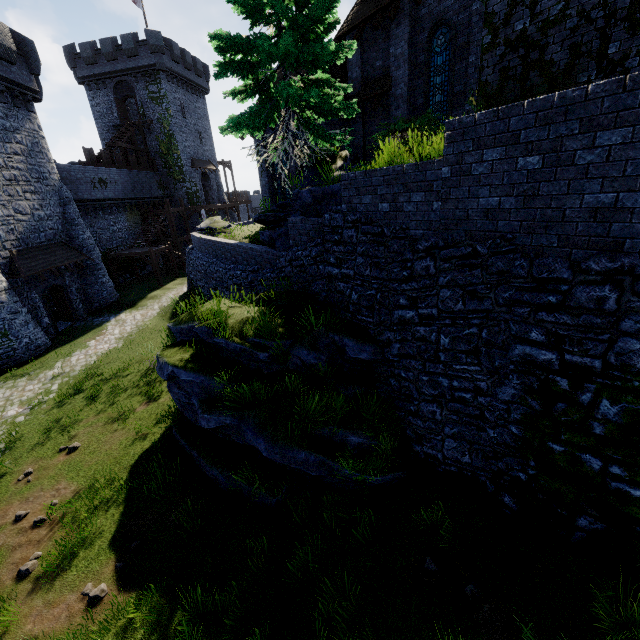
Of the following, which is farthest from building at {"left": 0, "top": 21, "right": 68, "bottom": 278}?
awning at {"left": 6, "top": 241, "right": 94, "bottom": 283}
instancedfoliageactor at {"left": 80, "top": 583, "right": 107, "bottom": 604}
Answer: instancedfoliageactor at {"left": 80, "top": 583, "right": 107, "bottom": 604}

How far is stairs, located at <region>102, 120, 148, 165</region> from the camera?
32.75m

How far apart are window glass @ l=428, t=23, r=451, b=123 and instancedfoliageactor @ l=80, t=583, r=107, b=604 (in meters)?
17.55

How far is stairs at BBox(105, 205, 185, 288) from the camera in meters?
27.0 m

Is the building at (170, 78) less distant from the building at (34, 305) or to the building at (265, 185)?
the building at (34, 305)

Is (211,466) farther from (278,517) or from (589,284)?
(589,284)

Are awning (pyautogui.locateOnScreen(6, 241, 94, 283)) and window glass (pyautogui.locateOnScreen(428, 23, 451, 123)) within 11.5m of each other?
no

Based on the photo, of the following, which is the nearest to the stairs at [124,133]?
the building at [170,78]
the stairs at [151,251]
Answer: the building at [170,78]
